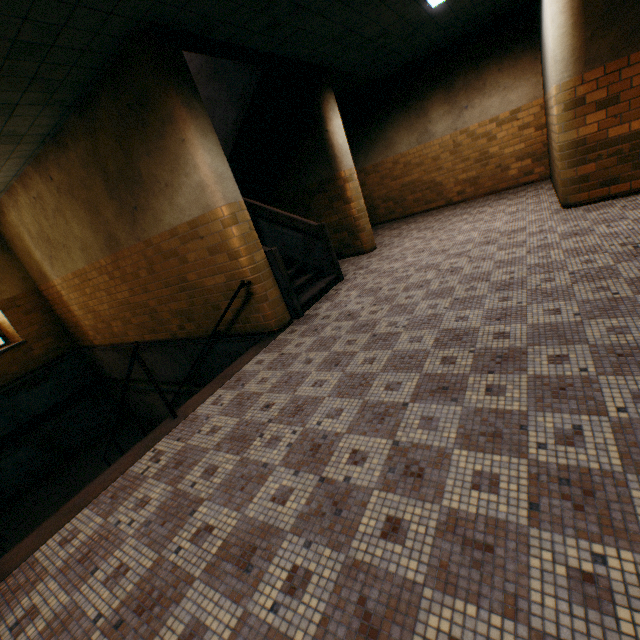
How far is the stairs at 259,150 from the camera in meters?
Result: 5.1 m

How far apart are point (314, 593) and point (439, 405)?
1.4 meters

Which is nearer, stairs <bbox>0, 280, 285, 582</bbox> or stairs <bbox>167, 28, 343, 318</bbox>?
stairs <bbox>0, 280, 285, 582</bbox>

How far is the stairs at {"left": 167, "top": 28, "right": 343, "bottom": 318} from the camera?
5.1 meters

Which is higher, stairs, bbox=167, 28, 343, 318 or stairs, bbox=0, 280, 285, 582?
stairs, bbox=167, 28, 343, 318

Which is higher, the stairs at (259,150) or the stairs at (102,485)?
the stairs at (259,150)
